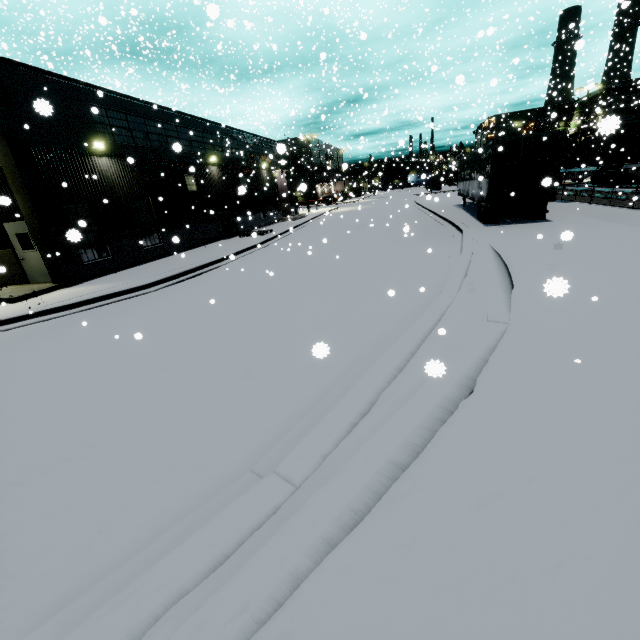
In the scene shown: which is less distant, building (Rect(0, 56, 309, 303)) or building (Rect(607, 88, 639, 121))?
building (Rect(0, 56, 309, 303))

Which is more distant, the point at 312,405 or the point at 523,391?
the point at 312,405

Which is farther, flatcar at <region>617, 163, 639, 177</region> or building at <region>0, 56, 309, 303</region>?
flatcar at <region>617, 163, 639, 177</region>

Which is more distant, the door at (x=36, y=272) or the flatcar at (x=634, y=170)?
the flatcar at (x=634, y=170)

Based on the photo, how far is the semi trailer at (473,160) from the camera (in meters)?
13.82

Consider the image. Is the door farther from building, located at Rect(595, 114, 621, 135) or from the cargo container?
the cargo container

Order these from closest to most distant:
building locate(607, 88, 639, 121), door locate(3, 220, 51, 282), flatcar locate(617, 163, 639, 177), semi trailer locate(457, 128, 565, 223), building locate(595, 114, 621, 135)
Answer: building locate(595, 114, 621, 135), door locate(3, 220, 51, 282), semi trailer locate(457, 128, 565, 223), flatcar locate(617, 163, 639, 177), building locate(607, 88, 639, 121)

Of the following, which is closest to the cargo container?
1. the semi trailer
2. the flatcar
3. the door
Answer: the flatcar
